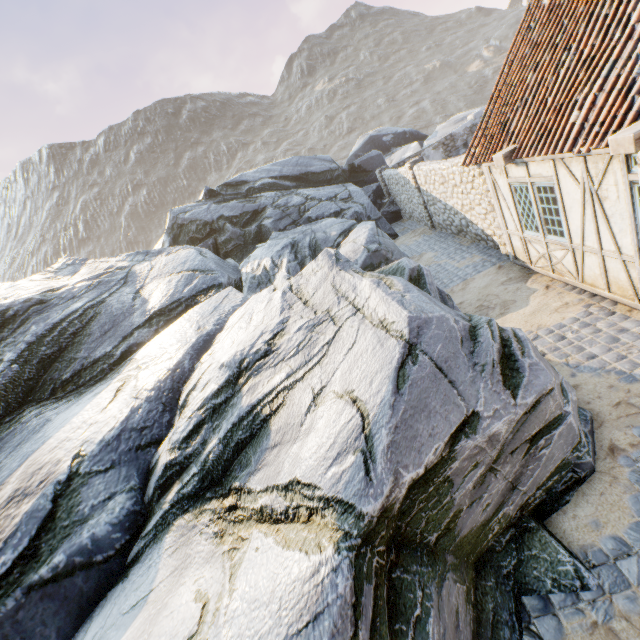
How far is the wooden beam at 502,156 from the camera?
6.8m

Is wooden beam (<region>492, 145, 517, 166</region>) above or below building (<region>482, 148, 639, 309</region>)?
above

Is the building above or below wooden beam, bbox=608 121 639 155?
below

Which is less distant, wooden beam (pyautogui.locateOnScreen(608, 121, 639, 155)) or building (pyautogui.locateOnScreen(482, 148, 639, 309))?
wooden beam (pyautogui.locateOnScreen(608, 121, 639, 155))

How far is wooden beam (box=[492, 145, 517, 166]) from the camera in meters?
6.8 m

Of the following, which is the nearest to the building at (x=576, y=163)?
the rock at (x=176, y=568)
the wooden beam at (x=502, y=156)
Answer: the wooden beam at (x=502, y=156)

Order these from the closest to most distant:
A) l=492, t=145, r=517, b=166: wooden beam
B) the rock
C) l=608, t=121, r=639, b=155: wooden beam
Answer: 1. the rock
2. l=608, t=121, r=639, b=155: wooden beam
3. l=492, t=145, r=517, b=166: wooden beam

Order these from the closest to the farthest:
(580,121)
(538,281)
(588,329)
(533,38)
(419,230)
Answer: (580,121) < (588,329) < (533,38) < (538,281) < (419,230)
